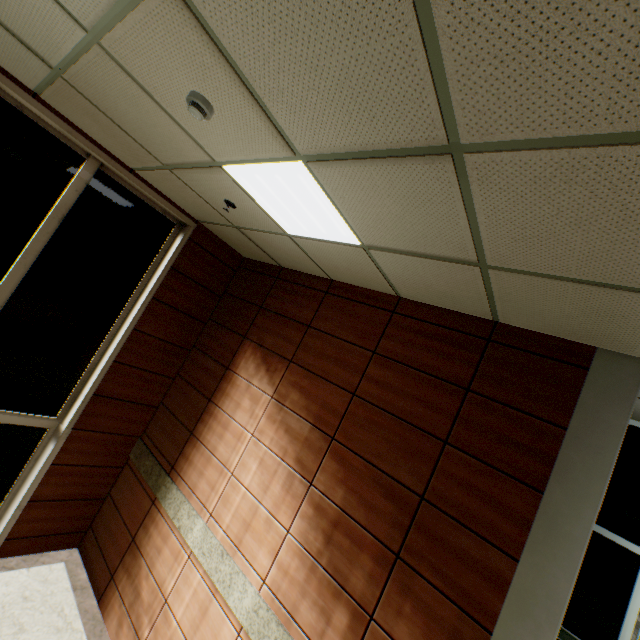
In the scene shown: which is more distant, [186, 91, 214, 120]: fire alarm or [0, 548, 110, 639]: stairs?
[0, 548, 110, 639]: stairs

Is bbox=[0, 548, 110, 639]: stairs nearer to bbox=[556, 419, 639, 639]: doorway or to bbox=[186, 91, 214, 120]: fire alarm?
bbox=[556, 419, 639, 639]: doorway

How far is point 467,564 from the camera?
2.4 meters

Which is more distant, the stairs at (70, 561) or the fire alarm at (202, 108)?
the stairs at (70, 561)

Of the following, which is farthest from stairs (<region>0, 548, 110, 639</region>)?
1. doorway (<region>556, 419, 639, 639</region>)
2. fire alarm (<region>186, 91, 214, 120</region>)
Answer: fire alarm (<region>186, 91, 214, 120</region>)

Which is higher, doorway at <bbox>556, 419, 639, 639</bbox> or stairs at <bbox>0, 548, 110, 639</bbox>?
doorway at <bbox>556, 419, 639, 639</bbox>

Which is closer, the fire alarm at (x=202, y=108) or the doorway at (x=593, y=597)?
the fire alarm at (x=202, y=108)
